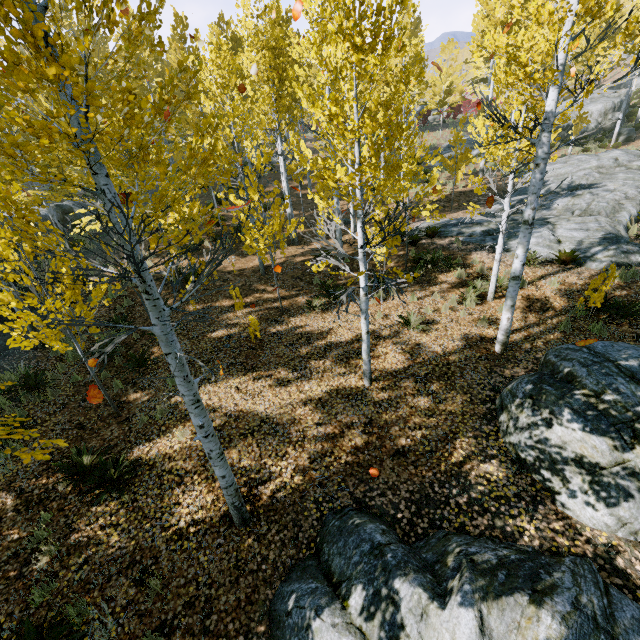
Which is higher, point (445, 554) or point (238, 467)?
point (445, 554)

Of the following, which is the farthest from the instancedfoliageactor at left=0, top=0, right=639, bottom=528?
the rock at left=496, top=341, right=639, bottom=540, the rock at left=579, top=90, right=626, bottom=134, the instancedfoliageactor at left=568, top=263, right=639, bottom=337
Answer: the instancedfoliageactor at left=568, top=263, right=639, bottom=337

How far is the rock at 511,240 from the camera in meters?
12.0 m

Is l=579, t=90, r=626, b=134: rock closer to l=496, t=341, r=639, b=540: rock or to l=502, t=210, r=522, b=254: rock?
l=502, t=210, r=522, b=254: rock

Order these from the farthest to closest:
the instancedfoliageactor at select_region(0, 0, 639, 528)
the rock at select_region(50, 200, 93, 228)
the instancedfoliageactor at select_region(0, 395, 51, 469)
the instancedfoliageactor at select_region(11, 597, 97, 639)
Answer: the rock at select_region(50, 200, 93, 228) → the instancedfoliageactor at select_region(11, 597, 97, 639) → the instancedfoliageactor at select_region(0, 395, 51, 469) → the instancedfoliageactor at select_region(0, 0, 639, 528)

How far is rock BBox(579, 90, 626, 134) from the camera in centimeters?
2658cm

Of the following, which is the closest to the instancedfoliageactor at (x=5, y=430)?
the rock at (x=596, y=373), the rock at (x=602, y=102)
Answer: the rock at (x=602, y=102)

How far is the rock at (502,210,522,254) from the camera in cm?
1202
